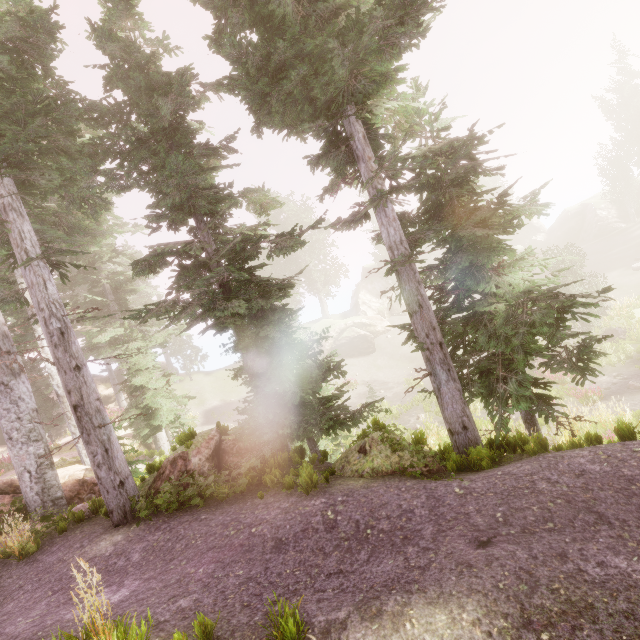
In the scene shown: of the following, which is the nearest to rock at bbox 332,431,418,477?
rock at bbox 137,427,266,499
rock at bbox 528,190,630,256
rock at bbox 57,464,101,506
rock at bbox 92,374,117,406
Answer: rock at bbox 137,427,266,499

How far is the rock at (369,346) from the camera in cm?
3928

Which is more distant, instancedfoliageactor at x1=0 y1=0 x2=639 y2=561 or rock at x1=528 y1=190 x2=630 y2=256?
rock at x1=528 y1=190 x2=630 y2=256

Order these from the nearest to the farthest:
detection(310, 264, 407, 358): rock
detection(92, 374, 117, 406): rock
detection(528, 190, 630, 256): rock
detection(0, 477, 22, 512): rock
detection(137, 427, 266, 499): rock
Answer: detection(137, 427, 266, 499): rock < detection(0, 477, 22, 512): rock < detection(92, 374, 117, 406): rock < detection(310, 264, 407, 358): rock < detection(528, 190, 630, 256): rock

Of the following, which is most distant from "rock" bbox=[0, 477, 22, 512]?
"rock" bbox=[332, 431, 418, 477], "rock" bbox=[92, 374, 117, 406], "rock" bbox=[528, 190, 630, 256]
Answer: "rock" bbox=[528, 190, 630, 256]

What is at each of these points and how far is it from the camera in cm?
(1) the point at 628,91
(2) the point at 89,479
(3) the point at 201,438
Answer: (1) instancedfoliageactor, 3869
(2) rock, 1092
(3) rock, 823

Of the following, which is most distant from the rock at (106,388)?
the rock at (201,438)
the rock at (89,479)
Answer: the rock at (201,438)

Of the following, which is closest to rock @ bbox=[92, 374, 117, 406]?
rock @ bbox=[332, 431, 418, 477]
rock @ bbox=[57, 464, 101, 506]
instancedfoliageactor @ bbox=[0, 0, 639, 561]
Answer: instancedfoliageactor @ bbox=[0, 0, 639, 561]
